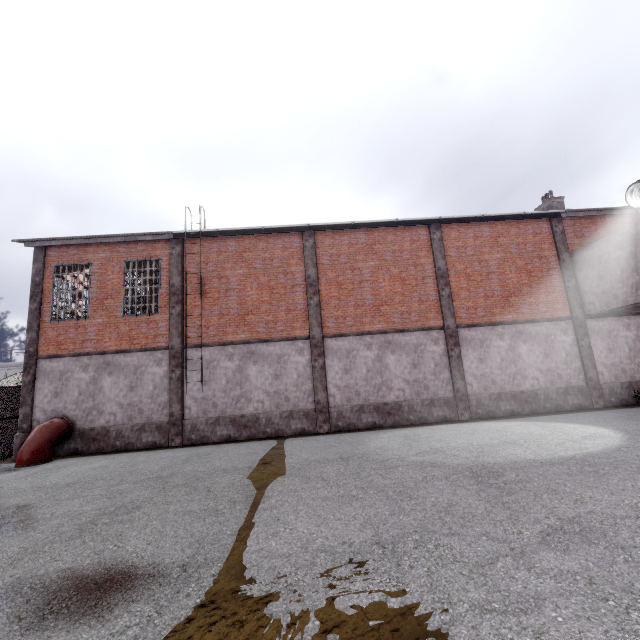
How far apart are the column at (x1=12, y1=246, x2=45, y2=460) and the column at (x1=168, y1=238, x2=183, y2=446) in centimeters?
528cm

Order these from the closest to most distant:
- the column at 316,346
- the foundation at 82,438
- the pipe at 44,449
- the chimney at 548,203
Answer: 1. the pipe at 44,449
2. the foundation at 82,438
3. the column at 316,346
4. the chimney at 548,203

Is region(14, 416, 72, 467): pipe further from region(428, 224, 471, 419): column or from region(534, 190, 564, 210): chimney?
region(534, 190, 564, 210): chimney

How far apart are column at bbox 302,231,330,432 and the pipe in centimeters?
966cm

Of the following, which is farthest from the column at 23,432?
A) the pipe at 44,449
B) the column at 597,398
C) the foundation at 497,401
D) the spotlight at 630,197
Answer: the spotlight at 630,197

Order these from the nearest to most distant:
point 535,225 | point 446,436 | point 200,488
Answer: point 200,488
point 446,436
point 535,225

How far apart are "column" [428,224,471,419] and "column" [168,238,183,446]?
11.3 meters

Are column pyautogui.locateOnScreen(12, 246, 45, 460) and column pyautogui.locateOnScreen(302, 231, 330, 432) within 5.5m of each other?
no
